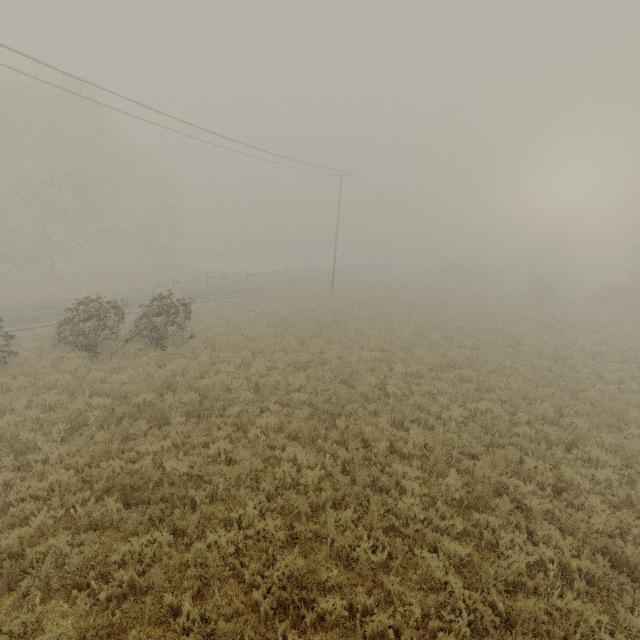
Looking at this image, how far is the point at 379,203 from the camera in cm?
4334
